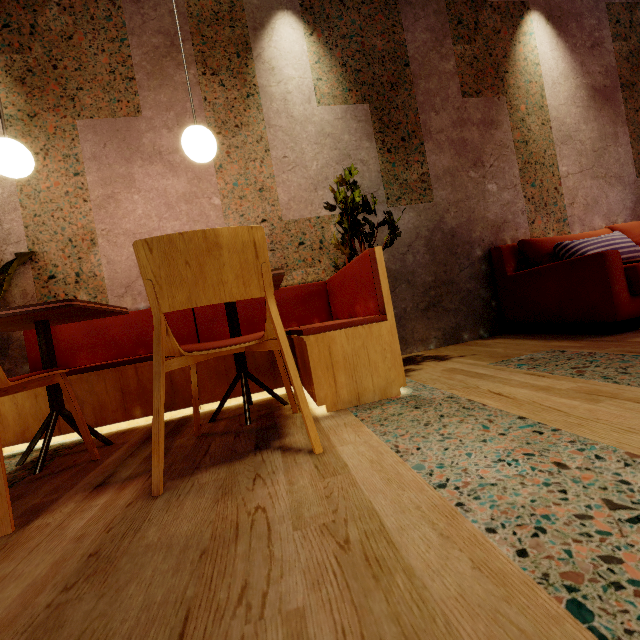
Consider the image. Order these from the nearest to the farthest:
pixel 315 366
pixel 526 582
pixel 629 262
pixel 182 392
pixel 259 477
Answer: pixel 526 582
pixel 259 477
pixel 315 366
pixel 182 392
pixel 629 262

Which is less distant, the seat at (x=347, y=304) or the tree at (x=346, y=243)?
the seat at (x=347, y=304)

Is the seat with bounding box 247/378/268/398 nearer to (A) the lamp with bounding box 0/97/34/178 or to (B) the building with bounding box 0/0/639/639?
(B) the building with bounding box 0/0/639/639

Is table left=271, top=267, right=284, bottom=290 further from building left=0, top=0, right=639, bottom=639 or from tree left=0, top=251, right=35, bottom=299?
tree left=0, top=251, right=35, bottom=299

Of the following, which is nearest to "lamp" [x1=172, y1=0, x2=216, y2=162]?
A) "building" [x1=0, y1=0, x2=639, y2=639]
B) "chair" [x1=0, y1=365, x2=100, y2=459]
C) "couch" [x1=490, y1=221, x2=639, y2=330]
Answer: "building" [x1=0, y1=0, x2=639, y2=639]

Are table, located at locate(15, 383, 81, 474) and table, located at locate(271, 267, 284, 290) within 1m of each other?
yes

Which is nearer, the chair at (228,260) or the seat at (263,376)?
the chair at (228,260)

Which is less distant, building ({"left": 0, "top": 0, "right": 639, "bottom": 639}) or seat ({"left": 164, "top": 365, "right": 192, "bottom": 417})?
building ({"left": 0, "top": 0, "right": 639, "bottom": 639})
